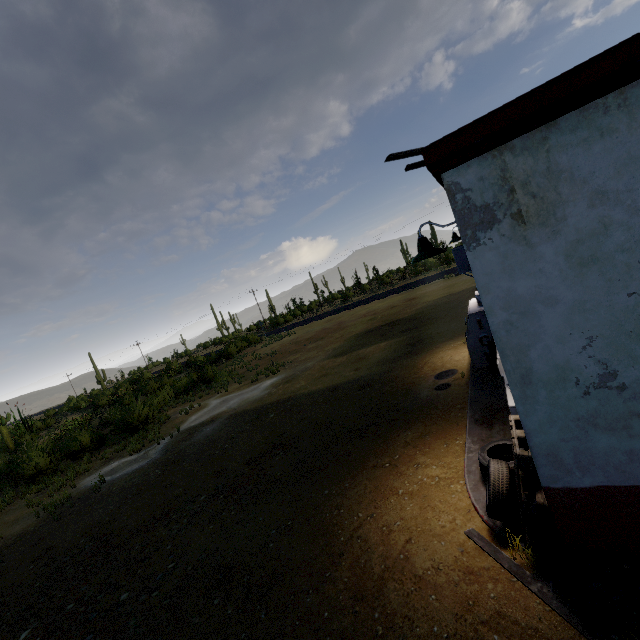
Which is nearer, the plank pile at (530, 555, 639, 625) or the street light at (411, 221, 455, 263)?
the plank pile at (530, 555, 639, 625)

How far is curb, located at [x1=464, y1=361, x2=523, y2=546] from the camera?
3.9 meters

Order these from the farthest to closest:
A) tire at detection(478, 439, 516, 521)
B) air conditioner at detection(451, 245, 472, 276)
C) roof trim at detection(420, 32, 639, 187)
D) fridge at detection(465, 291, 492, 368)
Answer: fridge at detection(465, 291, 492, 368), air conditioner at detection(451, 245, 472, 276), tire at detection(478, 439, 516, 521), roof trim at detection(420, 32, 639, 187)

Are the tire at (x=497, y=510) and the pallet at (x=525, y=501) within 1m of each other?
yes

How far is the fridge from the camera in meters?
8.0

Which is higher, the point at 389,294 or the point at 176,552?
the point at 389,294

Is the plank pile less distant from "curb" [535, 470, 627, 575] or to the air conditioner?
"curb" [535, 470, 627, 575]

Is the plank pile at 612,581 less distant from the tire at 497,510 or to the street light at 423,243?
the tire at 497,510
